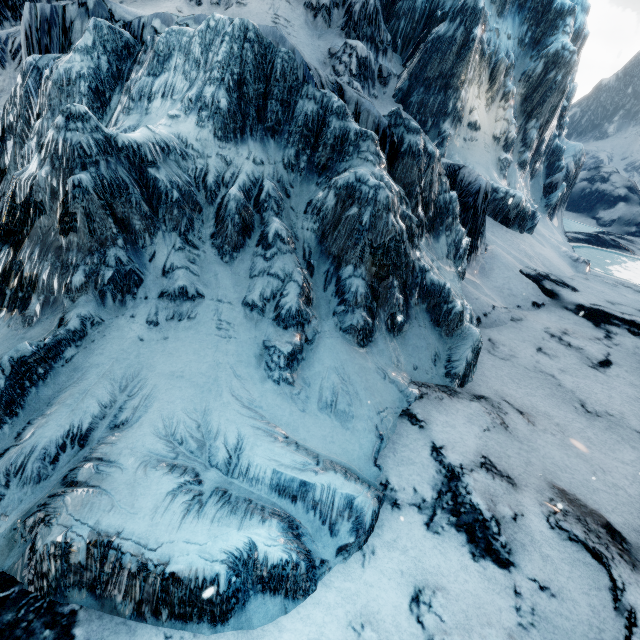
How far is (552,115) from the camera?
17.23m
